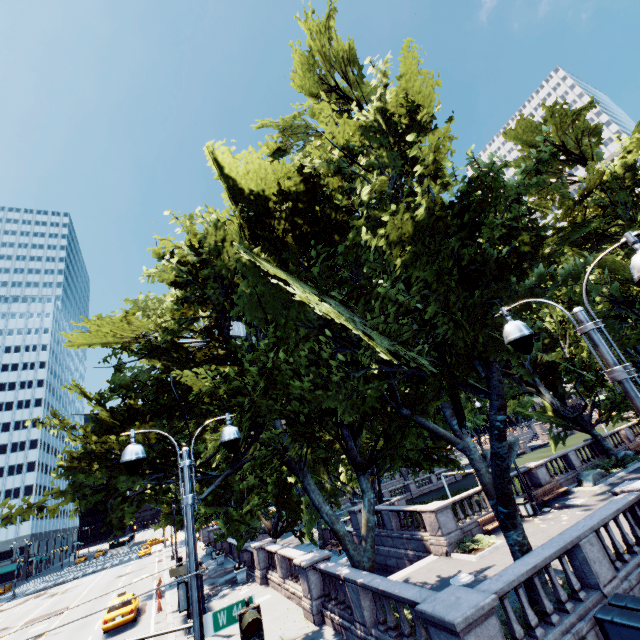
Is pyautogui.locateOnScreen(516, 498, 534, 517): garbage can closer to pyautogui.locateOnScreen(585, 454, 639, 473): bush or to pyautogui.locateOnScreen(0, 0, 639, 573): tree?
pyautogui.locateOnScreen(0, 0, 639, 573): tree

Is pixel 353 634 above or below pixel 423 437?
below

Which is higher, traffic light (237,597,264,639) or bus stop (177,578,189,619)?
traffic light (237,597,264,639)

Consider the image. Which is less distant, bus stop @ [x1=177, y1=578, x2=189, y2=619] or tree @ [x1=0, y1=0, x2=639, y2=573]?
tree @ [x1=0, y1=0, x2=639, y2=573]

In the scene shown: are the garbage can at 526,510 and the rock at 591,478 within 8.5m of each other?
yes

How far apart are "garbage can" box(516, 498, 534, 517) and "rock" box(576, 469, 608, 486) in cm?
582

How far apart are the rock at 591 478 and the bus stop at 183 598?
25.6m

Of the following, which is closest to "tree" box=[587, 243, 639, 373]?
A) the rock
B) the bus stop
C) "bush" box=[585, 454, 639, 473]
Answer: "bush" box=[585, 454, 639, 473]
